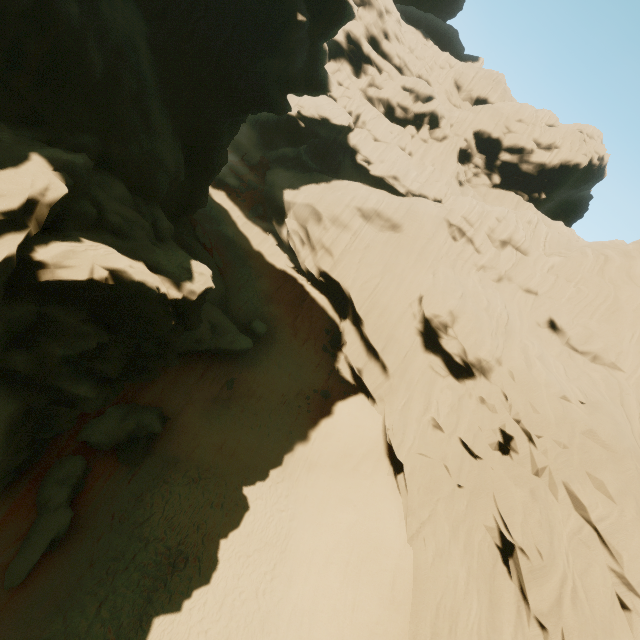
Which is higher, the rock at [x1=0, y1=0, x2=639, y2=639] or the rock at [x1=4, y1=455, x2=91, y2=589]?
the rock at [x1=0, y1=0, x2=639, y2=639]

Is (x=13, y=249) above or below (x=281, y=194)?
above

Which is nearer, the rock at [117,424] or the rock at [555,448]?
the rock at [555,448]

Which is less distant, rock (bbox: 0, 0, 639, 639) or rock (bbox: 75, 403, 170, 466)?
rock (bbox: 0, 0, 639, 639)

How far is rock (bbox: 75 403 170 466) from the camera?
14.5 meters

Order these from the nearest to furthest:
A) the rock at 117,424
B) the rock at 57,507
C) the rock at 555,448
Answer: the rock at 555,448 < the rock at 57,507 < the rock at 117,424

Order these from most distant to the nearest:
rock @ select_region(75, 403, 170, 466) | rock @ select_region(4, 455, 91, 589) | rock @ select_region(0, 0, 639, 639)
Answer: rock @ select_region(75, 403, 170, 466) < rock @ select_region(4, 455, 91, 589) < rock @ select_region(0, 0, 639, 639)
